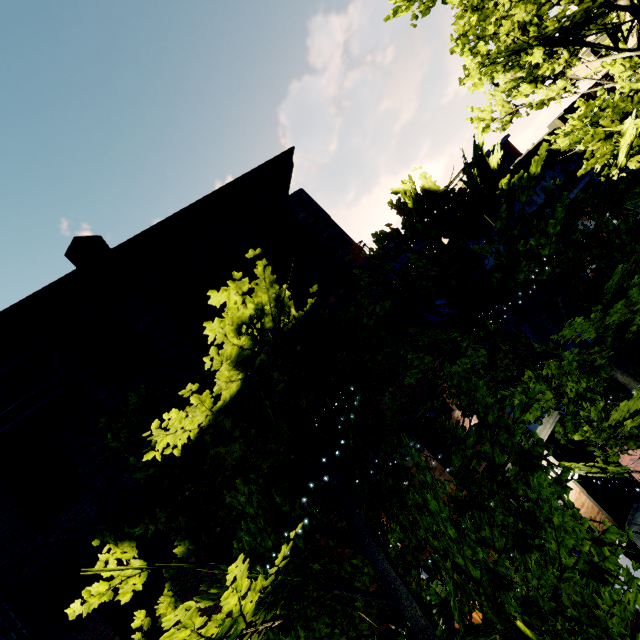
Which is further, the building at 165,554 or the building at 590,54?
the building at 590,54

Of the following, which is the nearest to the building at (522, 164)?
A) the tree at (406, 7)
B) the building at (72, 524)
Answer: the tree at (406, 7)

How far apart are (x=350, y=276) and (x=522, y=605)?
7.2m

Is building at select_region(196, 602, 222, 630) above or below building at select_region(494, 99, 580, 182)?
below

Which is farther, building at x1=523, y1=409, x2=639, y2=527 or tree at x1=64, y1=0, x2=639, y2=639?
building at x1=523, y1=409, x2=639, y2=527

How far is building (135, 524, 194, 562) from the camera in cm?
619

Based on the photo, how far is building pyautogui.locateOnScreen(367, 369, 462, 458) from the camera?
7.8m

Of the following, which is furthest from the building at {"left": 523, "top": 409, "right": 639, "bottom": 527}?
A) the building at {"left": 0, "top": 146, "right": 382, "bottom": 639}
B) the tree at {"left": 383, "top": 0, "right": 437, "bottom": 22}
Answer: the building at {"left": 0, "top": 146, "right": 382, "bottom": 639}
